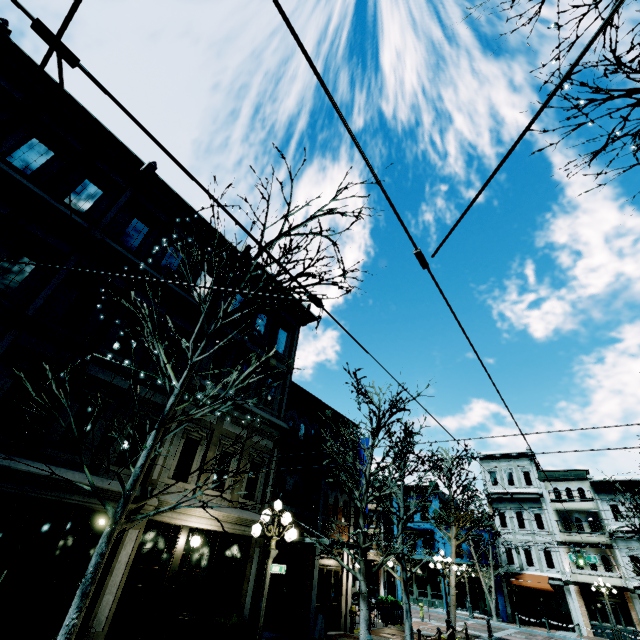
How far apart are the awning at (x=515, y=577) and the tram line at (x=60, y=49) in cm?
4060

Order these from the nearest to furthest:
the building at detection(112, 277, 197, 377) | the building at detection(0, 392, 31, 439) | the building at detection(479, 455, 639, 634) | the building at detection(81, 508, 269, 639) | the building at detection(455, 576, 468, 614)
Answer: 1. the building at detection(0, 392, 31, 439)
2. the building at detection(81, 508, 269, 639)
3. the building at detection(112, 277, 197, 377)
4. the building at detection(479, 455, 639, 634)
5. the building at detection(455, 576, 468, 614)

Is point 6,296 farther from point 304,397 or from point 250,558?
point 304,397

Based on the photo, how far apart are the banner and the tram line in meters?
8.2 m

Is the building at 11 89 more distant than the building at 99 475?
Yes

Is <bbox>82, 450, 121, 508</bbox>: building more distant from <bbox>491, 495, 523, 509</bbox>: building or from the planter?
<bbox>491, 495, 523, 509</bbox>: building

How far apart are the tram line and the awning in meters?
40.6 m

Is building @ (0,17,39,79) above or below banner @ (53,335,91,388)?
above
